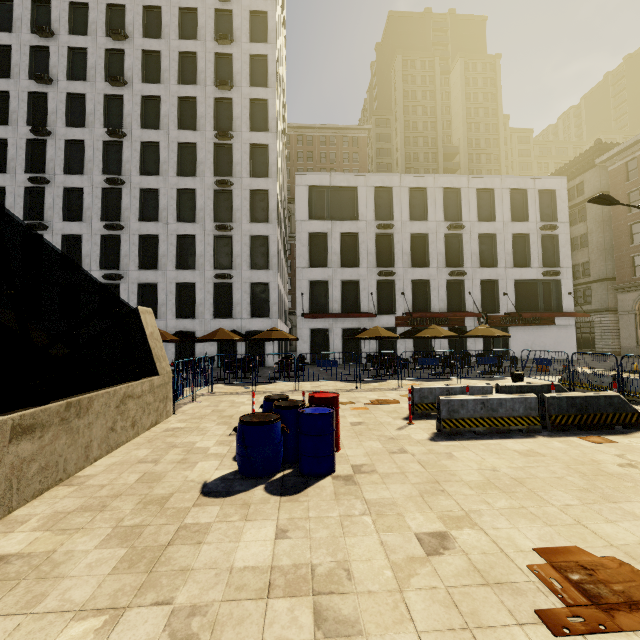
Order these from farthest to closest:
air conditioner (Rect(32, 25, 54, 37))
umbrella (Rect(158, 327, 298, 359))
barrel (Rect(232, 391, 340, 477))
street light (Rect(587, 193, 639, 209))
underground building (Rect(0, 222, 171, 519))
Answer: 1. air conditioner (Rect(32, 25, 54, 37))
2. umbrella (Rect(158, 327, 298, 359))
3. street light (Rect(587, 193, 639, 209))
4. barrel (Rect(232, 391, 340, 477))
5. underground building (Rect(0, 222, 171, 519))

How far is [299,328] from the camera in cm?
2619

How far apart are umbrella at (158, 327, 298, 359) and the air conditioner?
29.4 meters

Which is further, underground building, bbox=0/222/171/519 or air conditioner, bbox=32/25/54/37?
air conditioner, bbox=32/25/54/37

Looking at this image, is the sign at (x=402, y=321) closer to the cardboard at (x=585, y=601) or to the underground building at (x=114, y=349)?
the underground building at (x=114, y=349)

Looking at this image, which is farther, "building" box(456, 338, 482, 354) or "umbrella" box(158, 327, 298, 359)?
"building" box(456, 338, 482, 354)

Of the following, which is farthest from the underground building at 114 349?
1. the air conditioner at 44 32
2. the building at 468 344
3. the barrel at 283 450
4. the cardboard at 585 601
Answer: the air conditioner at 44 32

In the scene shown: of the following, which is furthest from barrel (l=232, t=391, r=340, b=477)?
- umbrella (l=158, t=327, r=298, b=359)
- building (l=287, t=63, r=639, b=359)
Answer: building (l=287, t=63, r=639, b=359)
